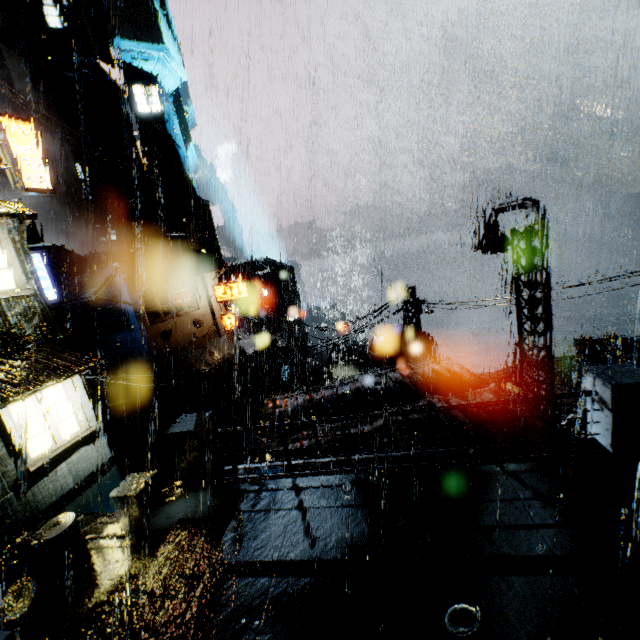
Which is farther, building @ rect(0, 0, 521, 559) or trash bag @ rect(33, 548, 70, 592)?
building @ rect(0, 0, 521, 559)

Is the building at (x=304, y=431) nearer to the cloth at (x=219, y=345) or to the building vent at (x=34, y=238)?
the cloth at (x=219, y=345)

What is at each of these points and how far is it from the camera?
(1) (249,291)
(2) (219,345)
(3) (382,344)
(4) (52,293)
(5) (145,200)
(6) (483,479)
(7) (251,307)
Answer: (1) sign, 27.1m
(2) cloth, 28.3m
(3) building vent, 20.0m
(4) sign, 17.8m
(5) building vent, 44.5m
(6) bridge, 6.4m
(7) building, 59.7m

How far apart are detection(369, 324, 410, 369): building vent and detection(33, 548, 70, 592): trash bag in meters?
15.6 m

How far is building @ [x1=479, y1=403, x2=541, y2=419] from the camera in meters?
9.5

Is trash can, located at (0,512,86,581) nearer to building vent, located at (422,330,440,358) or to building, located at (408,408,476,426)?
building, located at (408,408,476,426)

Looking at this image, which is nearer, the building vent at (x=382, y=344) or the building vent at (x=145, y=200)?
the building vent at (x=382, y=344)
